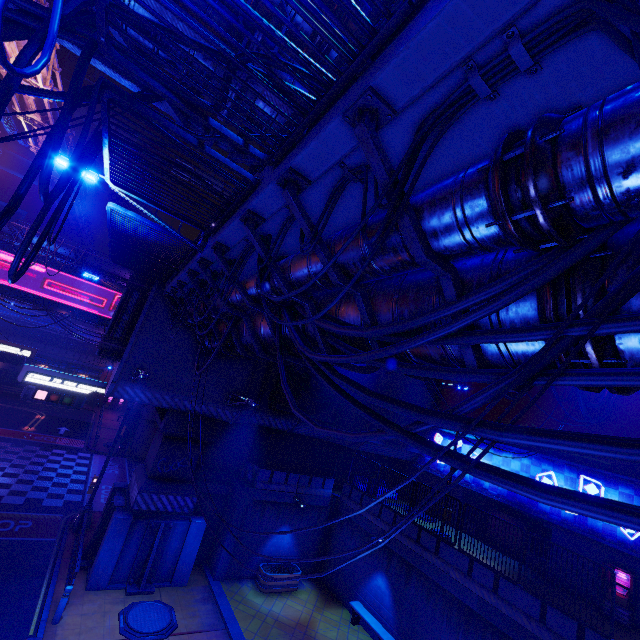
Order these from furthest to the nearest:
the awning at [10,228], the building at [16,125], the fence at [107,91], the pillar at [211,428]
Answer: the building at [16,125] < the awning at [10,228] < the pillar at [211,428] < the fence at [107,91]

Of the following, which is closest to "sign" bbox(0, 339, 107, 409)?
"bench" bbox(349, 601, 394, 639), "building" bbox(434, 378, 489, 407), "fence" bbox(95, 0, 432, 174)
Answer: "bench" bbox(349, 601, 394, 639)

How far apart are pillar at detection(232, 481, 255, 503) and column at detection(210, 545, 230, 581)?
0.0m

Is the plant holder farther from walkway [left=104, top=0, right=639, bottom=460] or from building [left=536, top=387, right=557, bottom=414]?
building [left=536, top=387, right=557, bottom=414]

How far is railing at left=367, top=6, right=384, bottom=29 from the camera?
3.6 meters

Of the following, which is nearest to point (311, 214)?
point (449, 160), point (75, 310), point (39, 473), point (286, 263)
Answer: point (286, 263)

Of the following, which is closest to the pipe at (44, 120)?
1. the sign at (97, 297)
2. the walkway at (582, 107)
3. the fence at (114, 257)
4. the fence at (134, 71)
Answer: the walkway at (582, 107)

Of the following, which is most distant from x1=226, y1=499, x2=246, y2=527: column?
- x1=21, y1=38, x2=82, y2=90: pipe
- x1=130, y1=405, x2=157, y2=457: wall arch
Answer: x1=21, y1=38, x2=82, y2=90: pipe
